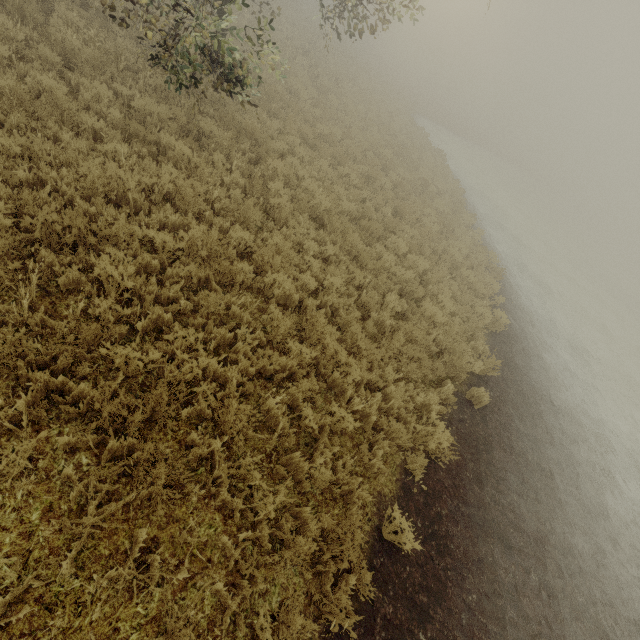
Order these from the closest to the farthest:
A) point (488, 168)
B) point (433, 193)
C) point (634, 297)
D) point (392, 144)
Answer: point (433, 193)
point (392, 144)
point (634, 297)
point (488, 168)
